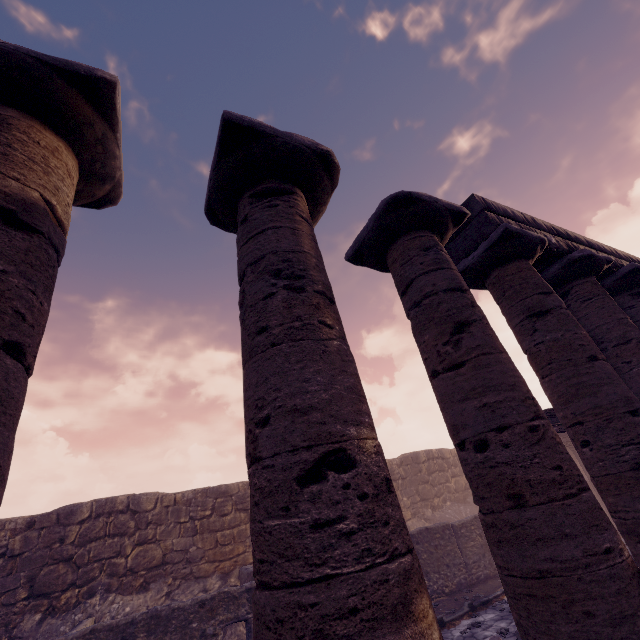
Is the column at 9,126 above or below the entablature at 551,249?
below

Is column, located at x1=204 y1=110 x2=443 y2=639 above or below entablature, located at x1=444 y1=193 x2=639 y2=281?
below

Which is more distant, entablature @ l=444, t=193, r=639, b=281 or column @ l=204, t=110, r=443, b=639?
entablature @ l=444, t=193, r=639, b=281

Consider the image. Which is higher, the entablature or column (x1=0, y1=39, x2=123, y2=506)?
the entablature

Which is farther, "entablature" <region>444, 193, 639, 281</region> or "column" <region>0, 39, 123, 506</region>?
"entablature" <region>444, 193, 639, 281</region>

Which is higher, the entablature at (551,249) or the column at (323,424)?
the entablature at (551,249)

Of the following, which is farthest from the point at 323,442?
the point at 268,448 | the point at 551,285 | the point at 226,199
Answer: the point at 551,285
